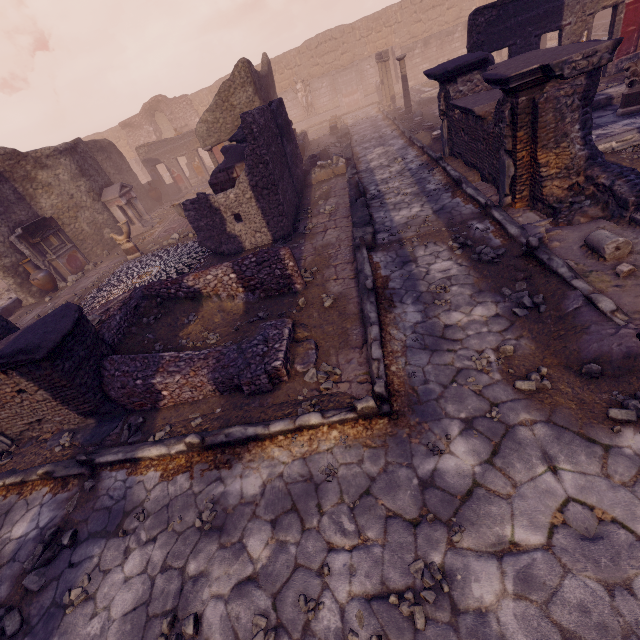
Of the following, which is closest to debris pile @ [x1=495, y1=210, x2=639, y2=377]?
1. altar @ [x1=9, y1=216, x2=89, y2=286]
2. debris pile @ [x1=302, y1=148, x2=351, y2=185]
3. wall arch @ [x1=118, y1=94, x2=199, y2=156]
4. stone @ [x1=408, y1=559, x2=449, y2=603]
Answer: stone @ [x1=408, y1=559, x2=449, y2=603]

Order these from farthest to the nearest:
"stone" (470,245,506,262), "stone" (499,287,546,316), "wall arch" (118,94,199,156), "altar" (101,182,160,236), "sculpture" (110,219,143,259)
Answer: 1. "wall arch" (118,94,199,156)
2. "altar" (101,182,160,236)
3. "sculpture" (110,219,143,259)
4. "stone" (470,245,506,262)
5. "stone" (499,287,546,316)

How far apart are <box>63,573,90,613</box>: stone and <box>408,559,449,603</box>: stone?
3.1m

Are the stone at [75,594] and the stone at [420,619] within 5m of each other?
yes

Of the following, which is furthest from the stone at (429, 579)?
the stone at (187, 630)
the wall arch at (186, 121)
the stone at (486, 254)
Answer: the wall arch at (186, 121)

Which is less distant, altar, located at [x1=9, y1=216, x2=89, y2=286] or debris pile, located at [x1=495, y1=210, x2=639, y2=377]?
debris pile, located at [x1=495, y1=210, x2=639, y2=377]

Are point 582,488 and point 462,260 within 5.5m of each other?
yes

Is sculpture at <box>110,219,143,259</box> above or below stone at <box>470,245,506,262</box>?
above
